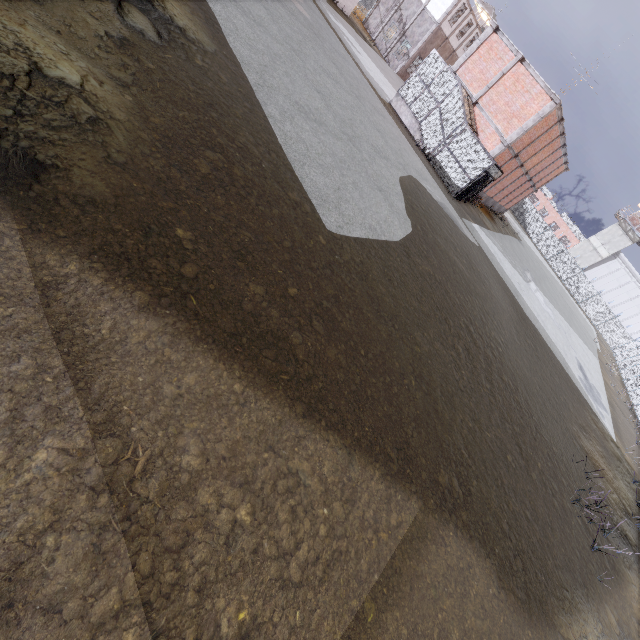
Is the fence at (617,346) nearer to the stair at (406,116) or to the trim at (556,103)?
the trim at (556,103)

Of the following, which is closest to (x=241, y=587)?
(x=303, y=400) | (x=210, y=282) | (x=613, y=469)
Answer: (x=303, y=400)

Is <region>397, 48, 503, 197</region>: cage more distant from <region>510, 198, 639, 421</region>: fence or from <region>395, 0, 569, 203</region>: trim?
<region>510, 198, 639, 421</region>: fence

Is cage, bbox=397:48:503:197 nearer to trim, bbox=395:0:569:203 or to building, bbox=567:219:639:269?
trim, bbox=395:0:569:203

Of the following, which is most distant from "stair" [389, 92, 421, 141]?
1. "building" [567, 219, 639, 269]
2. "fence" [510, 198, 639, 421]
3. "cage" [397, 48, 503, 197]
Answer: "building" [567, 219, 639, 269]

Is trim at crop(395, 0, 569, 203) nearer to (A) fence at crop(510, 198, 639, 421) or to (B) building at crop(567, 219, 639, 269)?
(A) fence at crop(510, 198, 639, 421)

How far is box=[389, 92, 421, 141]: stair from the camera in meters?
21.8

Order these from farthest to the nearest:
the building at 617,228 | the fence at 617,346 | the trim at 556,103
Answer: the building at 617,228, the fence at 617,346, the trim at 556,103
